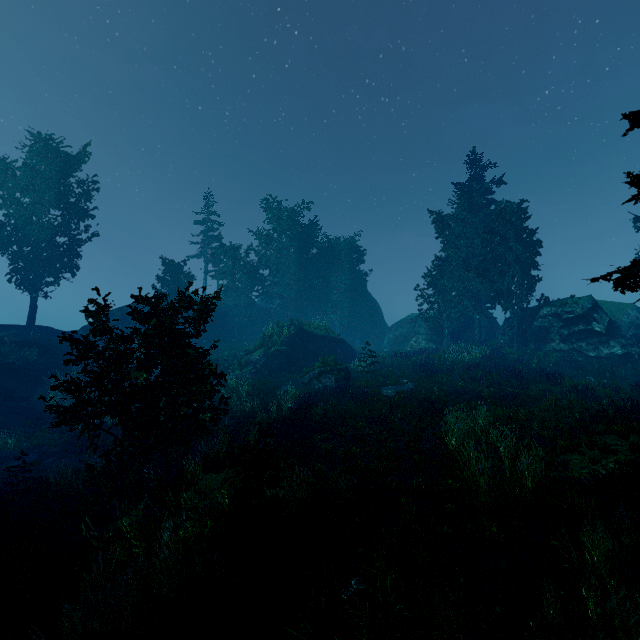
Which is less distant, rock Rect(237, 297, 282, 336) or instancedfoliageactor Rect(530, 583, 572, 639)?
instancedfoliageactor Rect(530, 583, 572, 639)

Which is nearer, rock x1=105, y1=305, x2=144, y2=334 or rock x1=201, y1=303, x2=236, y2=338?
rock x1=105, y1=305, x2=144, y2=334

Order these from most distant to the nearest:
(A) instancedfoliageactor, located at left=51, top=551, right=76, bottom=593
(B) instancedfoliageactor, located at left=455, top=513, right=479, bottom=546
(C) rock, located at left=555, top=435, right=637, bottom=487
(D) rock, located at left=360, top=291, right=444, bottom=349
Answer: (D) rock, located at left=360, top=291, right=444, bottom=349 < (C) rock, located at left=555, top=435, right=637, bottom=487 < (A) instancedfoliageactor, located at left=51, top=551, right=76, bottom=593 < (B) instancedfoliageactor, located at left=455, top=513, right=479, bottom=546

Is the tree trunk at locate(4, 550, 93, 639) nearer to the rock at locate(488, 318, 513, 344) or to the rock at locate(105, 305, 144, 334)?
the rock at locate(105, 305, 144, 334)

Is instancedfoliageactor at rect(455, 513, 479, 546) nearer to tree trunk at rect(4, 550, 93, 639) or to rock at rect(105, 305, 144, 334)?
rock at rect(105, 305, 144, 334)

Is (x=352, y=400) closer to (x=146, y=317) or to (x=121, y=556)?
(x=146, y=317)

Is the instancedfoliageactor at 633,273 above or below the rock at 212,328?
below

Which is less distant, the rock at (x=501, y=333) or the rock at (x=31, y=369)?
the rock at (x=31, y=369)
